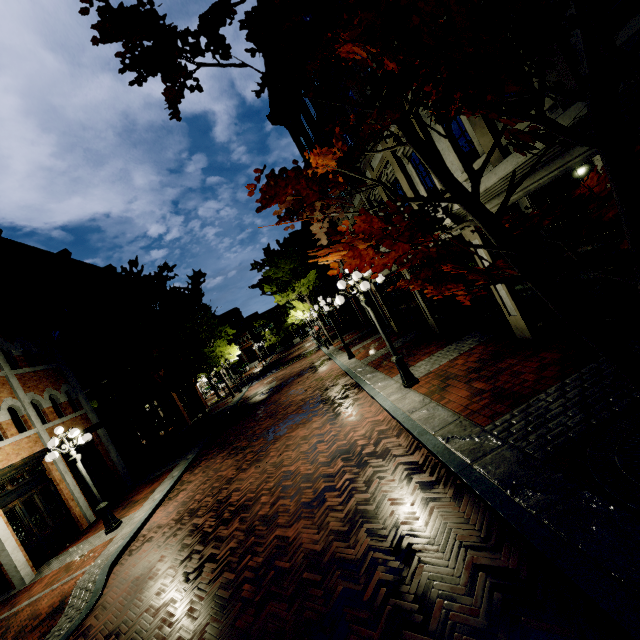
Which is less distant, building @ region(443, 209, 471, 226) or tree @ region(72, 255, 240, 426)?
building @ region(443, 209, 471, 226)

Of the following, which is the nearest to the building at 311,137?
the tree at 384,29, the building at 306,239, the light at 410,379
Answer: the tree at 384,29

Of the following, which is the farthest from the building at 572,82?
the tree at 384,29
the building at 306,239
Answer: the building at 306,239

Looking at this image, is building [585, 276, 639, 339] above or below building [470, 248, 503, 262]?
below

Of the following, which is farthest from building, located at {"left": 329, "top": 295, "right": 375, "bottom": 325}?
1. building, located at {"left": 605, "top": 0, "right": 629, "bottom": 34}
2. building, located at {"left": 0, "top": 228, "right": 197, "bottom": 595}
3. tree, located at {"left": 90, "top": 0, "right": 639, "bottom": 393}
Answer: building, located at {"left": 605, "top": 0, "right": 629, "bottom": 34}

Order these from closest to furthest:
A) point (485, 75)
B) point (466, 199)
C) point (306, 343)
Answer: point (485, 75) < point (466, 199) < point (306, 343)

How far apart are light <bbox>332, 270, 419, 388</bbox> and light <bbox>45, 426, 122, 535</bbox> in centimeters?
922cm
